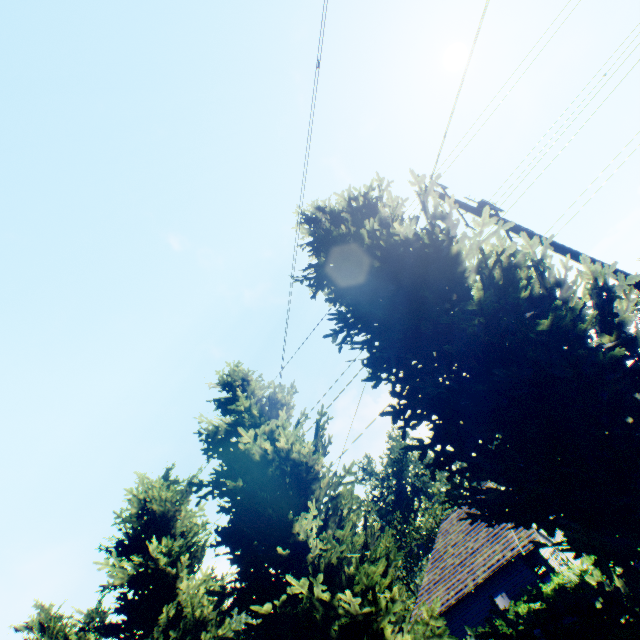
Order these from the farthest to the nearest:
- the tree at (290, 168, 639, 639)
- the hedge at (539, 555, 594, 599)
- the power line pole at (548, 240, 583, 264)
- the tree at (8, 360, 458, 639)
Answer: the hedge at (539, 555, 594, 599) → the power line pole at (548, 240, 583, 264) → the tree at (8, 360, 458, 639) → the tree at (290, 168, 639, 639)

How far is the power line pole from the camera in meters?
6.9 m

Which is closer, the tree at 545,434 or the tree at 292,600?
the tree at 545,434

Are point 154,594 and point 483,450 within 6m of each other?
no

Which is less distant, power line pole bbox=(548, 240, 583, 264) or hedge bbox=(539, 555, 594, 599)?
power line pole bbox=(548, 240, 583, 264)

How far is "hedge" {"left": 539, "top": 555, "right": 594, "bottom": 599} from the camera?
16.2m

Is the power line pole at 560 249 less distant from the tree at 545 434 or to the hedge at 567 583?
the tree at 545 434

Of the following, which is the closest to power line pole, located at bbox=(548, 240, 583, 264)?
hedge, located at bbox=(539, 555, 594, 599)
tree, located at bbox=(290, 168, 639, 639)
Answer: tree, located at bbox=(290, 168, 639, 639)
